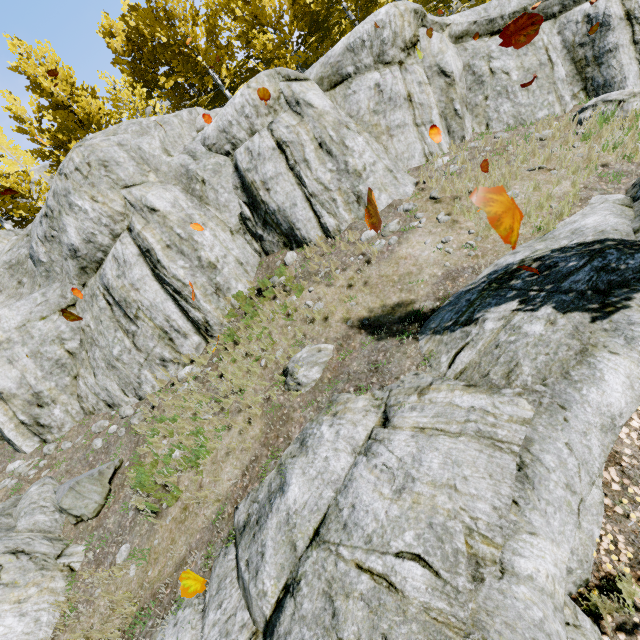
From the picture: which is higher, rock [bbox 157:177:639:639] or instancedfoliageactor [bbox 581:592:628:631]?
rock [bbox 157:177:639:639]

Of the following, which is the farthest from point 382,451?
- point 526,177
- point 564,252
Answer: point 526,177

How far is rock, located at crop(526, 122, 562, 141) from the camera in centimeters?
791cm

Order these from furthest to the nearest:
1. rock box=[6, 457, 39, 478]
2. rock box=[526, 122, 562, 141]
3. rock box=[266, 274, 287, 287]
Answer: rock box=[6, 457, 39, 478]
rock box=[266, 274, 287, 287]
rock box=[526, 122, 562, 141]

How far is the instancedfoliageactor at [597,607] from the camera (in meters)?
3.19

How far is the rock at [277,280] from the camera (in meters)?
8.63
